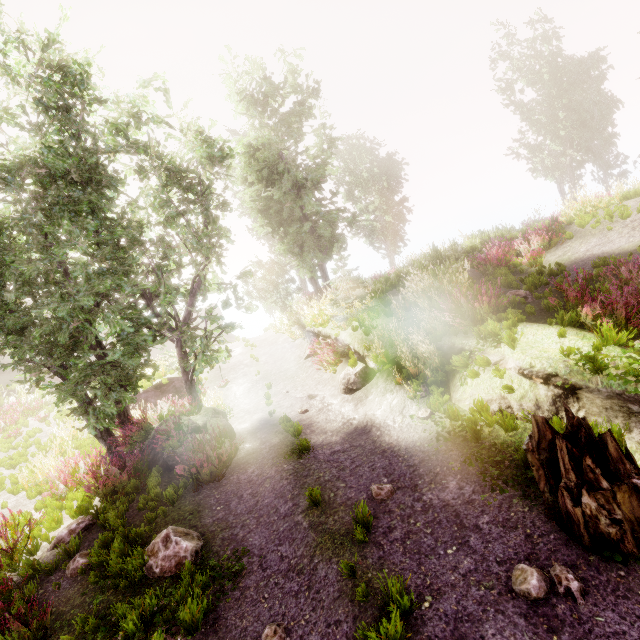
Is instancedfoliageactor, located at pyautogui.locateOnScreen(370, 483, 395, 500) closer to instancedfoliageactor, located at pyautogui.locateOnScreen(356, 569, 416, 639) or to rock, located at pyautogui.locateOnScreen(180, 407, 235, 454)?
instancedfoliageactor, located at pyautogui.locateOnScreen(356, 569, 416, 639)

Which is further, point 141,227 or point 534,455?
point 141,227

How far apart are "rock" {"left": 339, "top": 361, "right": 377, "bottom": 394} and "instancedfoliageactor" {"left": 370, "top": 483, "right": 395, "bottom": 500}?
4.1m

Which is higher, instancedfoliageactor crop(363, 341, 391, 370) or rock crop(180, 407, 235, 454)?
instancedfoliageactor crop(363, 341, 391, 370)

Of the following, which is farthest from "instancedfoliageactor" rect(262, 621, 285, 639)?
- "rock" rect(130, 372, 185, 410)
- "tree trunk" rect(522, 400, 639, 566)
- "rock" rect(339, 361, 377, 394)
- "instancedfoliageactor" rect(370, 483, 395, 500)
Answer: "rock" rect(130, 372, 185, 410)

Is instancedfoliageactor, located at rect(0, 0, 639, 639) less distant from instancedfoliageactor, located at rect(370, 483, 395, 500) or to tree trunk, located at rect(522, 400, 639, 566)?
instancedfoliageactor, located at rect(370, 483, 395, 500)

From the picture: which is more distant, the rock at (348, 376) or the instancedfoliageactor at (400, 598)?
the rock at (348, 376)

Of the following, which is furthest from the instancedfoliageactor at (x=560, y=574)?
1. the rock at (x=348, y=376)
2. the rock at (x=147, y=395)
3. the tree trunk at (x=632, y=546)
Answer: the rock at (x=348, y=376)
